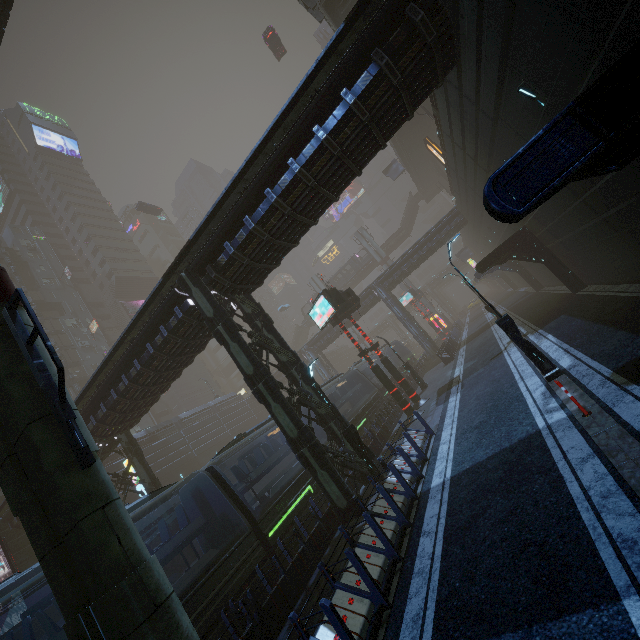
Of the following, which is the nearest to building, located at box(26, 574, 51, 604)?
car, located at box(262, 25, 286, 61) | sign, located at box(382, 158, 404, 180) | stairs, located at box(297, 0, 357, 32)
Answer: sign, located at box(382, 158, 404, 180)

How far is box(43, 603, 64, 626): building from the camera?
22.6 meters

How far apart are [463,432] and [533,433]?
3.63m

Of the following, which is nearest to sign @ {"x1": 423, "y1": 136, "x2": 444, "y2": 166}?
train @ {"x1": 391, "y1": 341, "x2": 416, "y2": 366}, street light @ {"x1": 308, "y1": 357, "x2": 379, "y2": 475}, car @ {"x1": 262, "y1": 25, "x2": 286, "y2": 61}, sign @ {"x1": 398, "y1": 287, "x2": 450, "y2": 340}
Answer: sign @ {"x1": 398, "y1": 287, "x2": 450, "y2": 340}

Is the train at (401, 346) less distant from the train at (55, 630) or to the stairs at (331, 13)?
the train at (55, 630)

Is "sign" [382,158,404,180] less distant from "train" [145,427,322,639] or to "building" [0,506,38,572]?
"building" [0,506,38,572]

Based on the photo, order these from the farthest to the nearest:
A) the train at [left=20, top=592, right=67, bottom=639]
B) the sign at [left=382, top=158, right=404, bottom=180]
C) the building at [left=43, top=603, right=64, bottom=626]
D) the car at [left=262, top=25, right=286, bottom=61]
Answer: the sign at [left=382, top=158, right=404, bottom=180]
the car at [left=262, top=25, right=286, bottom=61]
the building at [left=43, top=603, right=64, bottom=626]
the train at [left=20, top=592, right=67, bottom=639]

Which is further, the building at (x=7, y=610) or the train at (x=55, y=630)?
the building at (x=7, y=610)
